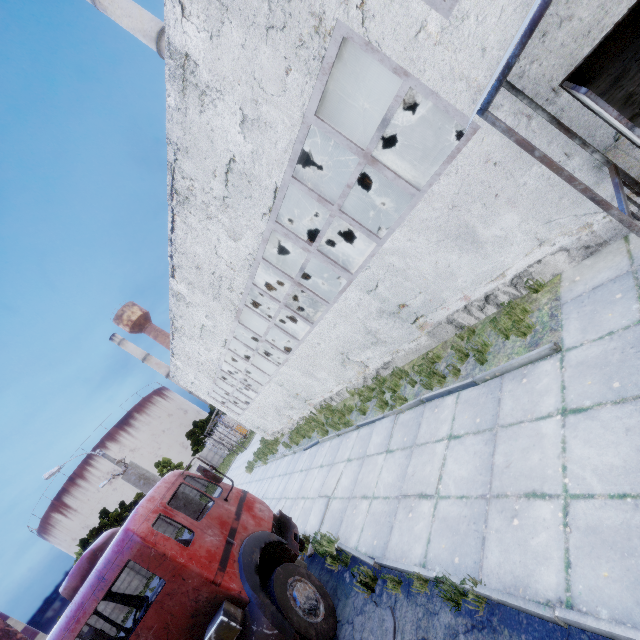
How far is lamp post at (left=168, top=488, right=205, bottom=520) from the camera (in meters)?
7.05

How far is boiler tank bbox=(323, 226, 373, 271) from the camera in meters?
20.1

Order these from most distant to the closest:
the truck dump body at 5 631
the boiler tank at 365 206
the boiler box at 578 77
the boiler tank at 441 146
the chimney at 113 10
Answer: the chimney at 113 10 < the boiler tank at 441 146 < the boiler tank at 365 206 < the boiler box at 578 77 < the truck dump body at 5 631

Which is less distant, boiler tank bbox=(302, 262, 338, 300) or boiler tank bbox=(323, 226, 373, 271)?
boiler tank bbox=(302, 262, 338, 300)

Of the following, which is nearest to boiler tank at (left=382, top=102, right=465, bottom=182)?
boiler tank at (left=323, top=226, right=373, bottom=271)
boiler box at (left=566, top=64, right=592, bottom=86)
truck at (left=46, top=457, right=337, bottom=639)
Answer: boiler box at (left=566, top=64, right=592, bottom=86)

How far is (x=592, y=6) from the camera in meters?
3.4 m

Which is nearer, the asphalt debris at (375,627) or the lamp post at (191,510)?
the asphalt debris at (375,627)

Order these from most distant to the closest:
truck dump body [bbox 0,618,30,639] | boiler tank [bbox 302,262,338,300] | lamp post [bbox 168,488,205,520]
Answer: boiler tank [bbox 302,262,338,300], lamp post [bbox 168,488,205,520], truck dump body [bbox 0,618,30,639]
